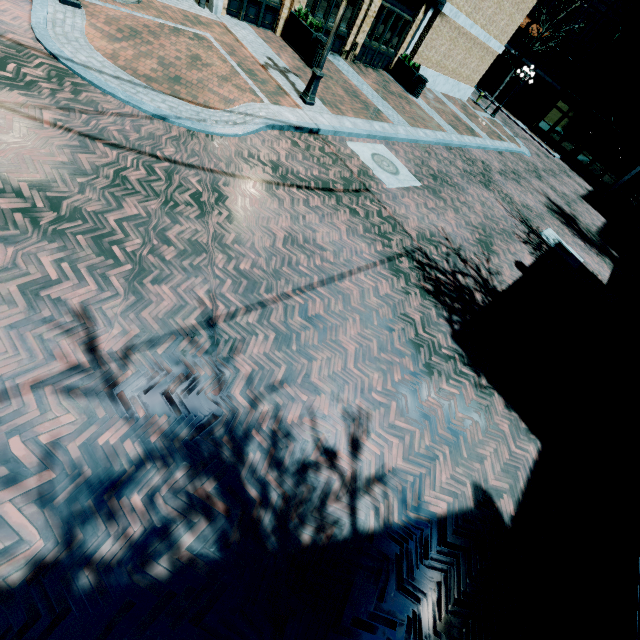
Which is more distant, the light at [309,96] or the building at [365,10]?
the building at [365,10]

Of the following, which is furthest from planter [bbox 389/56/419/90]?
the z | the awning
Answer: the awning

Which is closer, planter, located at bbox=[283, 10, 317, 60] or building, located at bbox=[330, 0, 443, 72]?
planter, located at bbox=[283, 10, 317, 60]

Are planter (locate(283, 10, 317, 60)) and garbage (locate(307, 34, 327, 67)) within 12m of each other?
yes

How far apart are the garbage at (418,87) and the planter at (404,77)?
0.1m

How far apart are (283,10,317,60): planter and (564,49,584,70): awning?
34.54m

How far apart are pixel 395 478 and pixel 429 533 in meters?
0.7

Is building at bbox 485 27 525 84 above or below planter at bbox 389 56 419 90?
above
